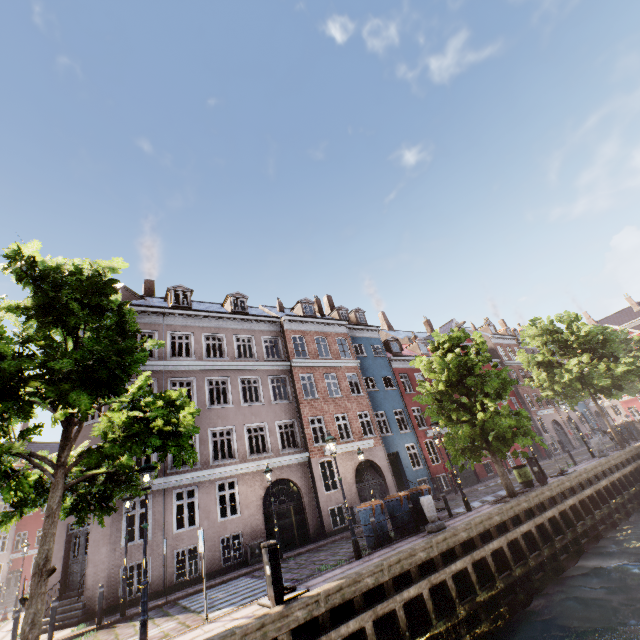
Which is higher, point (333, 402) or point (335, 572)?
point (333, 402)

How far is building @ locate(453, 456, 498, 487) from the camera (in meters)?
25.45

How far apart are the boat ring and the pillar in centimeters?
525cm

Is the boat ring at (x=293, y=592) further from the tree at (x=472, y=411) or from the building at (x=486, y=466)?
the building at (x=486, y=466)

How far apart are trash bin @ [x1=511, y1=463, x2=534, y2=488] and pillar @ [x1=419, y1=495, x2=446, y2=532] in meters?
7.0

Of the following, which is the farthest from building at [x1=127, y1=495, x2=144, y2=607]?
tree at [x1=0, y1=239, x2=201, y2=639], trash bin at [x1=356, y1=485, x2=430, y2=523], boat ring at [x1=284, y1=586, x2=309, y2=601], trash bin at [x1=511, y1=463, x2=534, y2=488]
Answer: boat ring at [x1=284, y1=586, x2=309, y2=601]

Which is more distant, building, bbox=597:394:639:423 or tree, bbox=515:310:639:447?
building, bbox=597:394:639:423

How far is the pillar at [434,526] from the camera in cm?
1109
